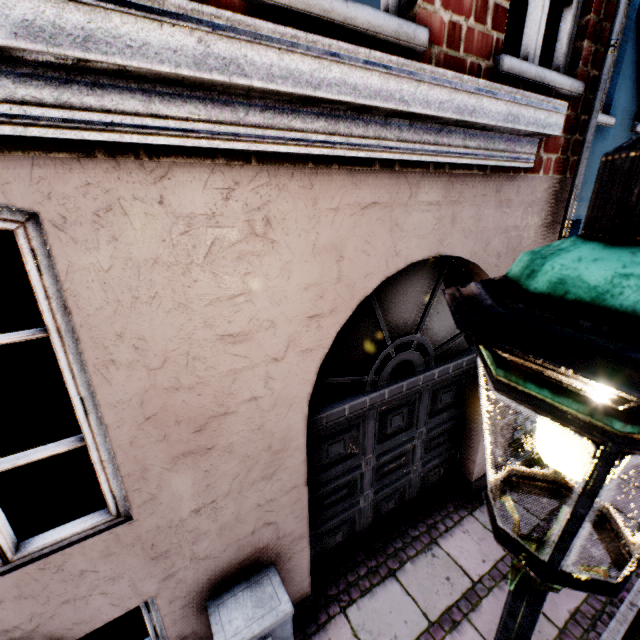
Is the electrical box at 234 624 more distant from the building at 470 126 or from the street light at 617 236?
the street light at 617 236

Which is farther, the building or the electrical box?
the electrical box

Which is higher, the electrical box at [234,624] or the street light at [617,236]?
the street light at [617,236]

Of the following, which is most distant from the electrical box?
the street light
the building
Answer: the street light

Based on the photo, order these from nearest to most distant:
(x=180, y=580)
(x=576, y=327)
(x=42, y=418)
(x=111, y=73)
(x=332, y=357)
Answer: (x=576, y=327), (x=111, y=73), (x=180, y=580), (x=332, y=357), (x=42, y=418)

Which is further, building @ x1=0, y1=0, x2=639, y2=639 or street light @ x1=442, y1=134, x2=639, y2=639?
building @ x1=0, y1=0, x2=639, y2=639

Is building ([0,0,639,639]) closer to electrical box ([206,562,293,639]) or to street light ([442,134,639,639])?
electrical box ([206,562,293,639])

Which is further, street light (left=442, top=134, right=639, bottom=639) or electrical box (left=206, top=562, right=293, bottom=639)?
electrical box (left=206, top=562, right=293, bottom=639)
